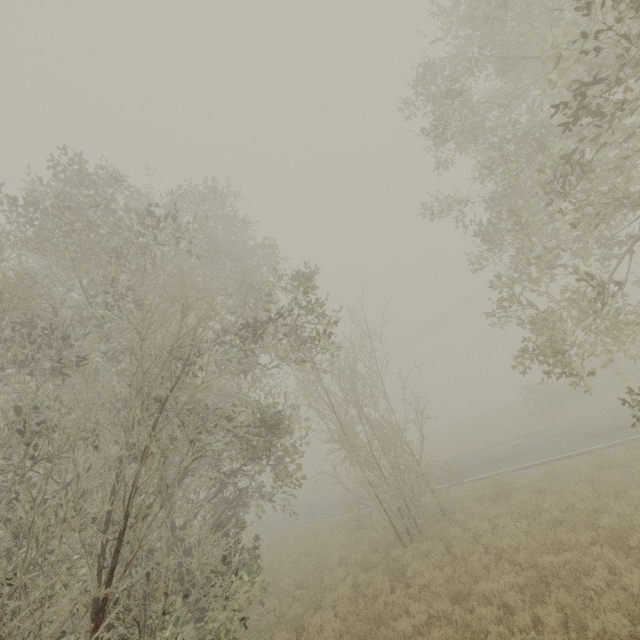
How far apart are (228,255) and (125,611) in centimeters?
1319cm
